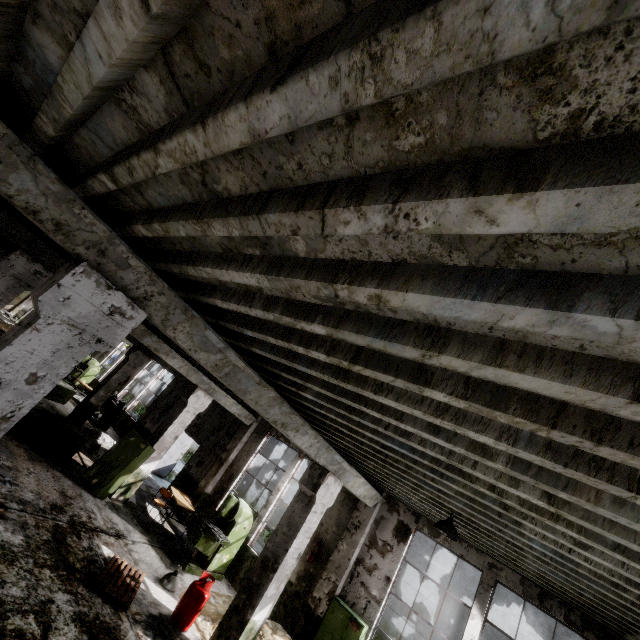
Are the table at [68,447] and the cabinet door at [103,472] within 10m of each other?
yes

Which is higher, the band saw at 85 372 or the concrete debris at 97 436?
the band saw at 85 372

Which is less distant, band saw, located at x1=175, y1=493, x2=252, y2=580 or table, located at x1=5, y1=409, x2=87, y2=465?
band saw, located at x1=175, y1=493, x2=252, y2=580

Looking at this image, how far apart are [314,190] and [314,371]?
2.5 meters

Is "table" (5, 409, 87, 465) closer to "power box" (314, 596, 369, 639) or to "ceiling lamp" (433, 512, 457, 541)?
"power box" (314, 596, 369, 639)

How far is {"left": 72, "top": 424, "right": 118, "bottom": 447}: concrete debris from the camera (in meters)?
13.52

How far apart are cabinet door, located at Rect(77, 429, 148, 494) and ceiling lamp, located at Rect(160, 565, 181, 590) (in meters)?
3.16

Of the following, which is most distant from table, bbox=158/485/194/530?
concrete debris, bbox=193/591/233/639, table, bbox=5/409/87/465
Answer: table, bbox=5/409/87/465
